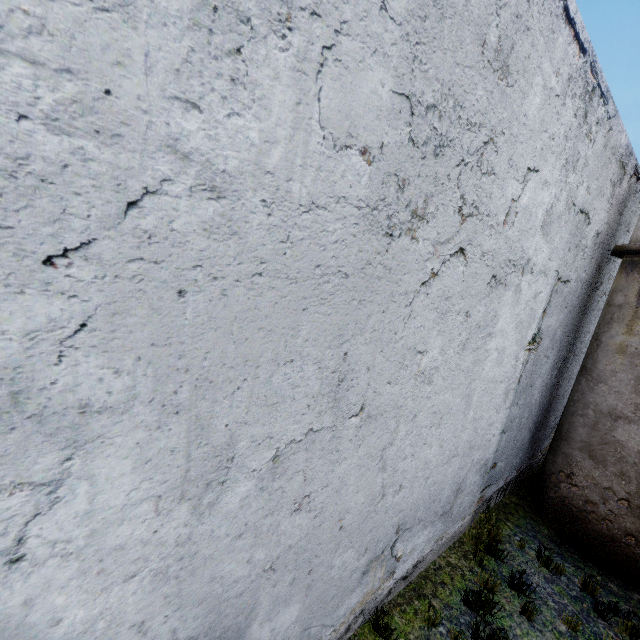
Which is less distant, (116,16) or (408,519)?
(116,16)
